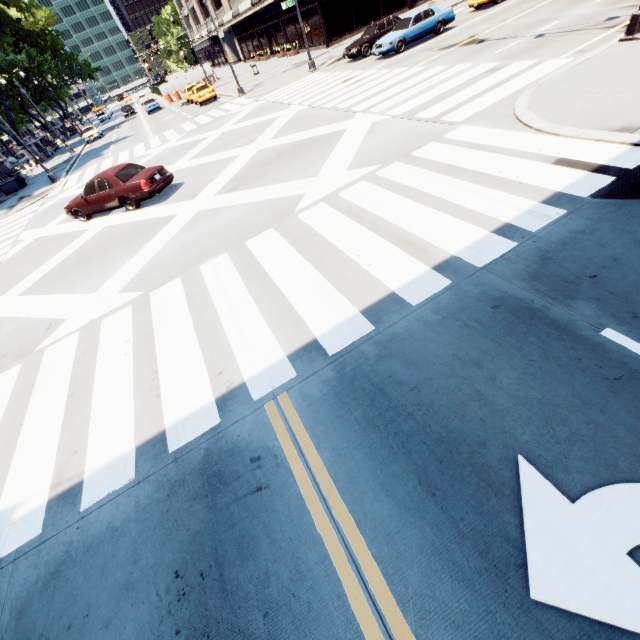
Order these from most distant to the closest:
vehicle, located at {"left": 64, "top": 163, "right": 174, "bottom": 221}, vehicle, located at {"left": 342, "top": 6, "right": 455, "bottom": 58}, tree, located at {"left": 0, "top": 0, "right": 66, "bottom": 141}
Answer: tree, located at {"left": 0, "top": 0, "right": 66, "bottom": 141}, vehicle, located at {"left": 342, "top": 6, "right": 455, "bottom": 58}, vehicle, located at {"left": 64, "top": 163, "right": 174, "bottom": 221}

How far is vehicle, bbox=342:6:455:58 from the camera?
18.9 meters

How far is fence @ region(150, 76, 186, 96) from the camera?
44.1 meters

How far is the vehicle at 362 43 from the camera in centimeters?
1888cm

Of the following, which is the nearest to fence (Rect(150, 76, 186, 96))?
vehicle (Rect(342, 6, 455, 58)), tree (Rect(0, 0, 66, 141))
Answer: tree (Rect(0, 0, 66, 141))

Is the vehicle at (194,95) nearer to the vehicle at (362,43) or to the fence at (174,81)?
the fence at (174,81)

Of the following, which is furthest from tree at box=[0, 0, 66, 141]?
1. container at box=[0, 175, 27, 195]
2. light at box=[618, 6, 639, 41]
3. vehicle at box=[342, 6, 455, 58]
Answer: light at box=[618, 6, 639, 41]

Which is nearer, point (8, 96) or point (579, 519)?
point (579, 519)
